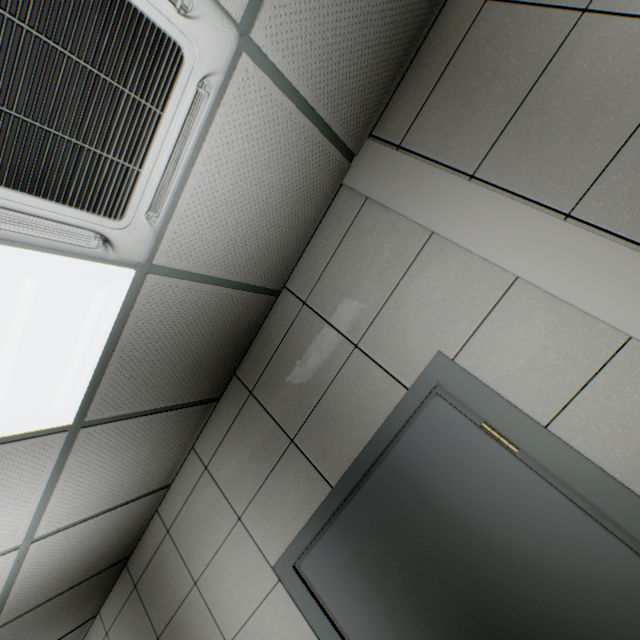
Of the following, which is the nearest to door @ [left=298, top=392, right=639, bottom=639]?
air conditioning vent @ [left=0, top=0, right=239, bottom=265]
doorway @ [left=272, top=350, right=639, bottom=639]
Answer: doorway @ [left=272, top=350, right=639, bottom=639]

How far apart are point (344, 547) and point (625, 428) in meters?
1.6

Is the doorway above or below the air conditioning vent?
below

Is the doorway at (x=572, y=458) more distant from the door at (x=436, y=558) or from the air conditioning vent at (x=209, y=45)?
A: the air conditioning vent at (x=209, y=45)

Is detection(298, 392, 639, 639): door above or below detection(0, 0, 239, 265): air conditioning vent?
below

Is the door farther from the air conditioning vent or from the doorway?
the air conditioning vent

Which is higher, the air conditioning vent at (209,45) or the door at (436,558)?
the air conditioning vent at (209,45)
